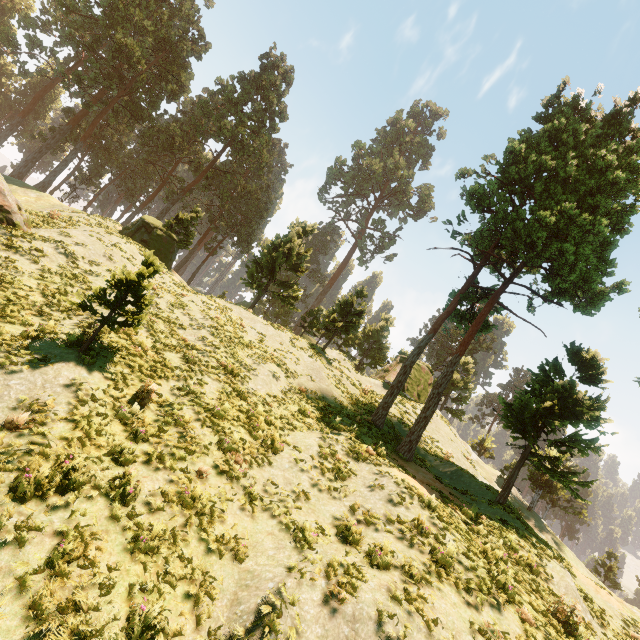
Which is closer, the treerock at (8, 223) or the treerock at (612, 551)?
the treerock at (8, 223)

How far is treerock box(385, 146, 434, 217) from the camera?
55.28m

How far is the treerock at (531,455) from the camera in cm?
1399

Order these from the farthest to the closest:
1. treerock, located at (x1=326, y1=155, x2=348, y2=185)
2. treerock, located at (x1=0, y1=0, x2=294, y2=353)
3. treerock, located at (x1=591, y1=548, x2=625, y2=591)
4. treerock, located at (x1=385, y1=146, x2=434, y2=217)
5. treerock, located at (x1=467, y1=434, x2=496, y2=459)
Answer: treerock, located at (x1=326, y1=155, x2=348, y2=185), treerock, located at (x1=385, y1=146, x2=434, y2=217), treerock, located at (x1=467, y1=434, x2=496, y2=459), treerock, located at (x1=591, y1=548, x2=625, y2=591), treerock, located at (x1=0, y1=0, x2=294, y2=353)

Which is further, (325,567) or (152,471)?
(152,471)
